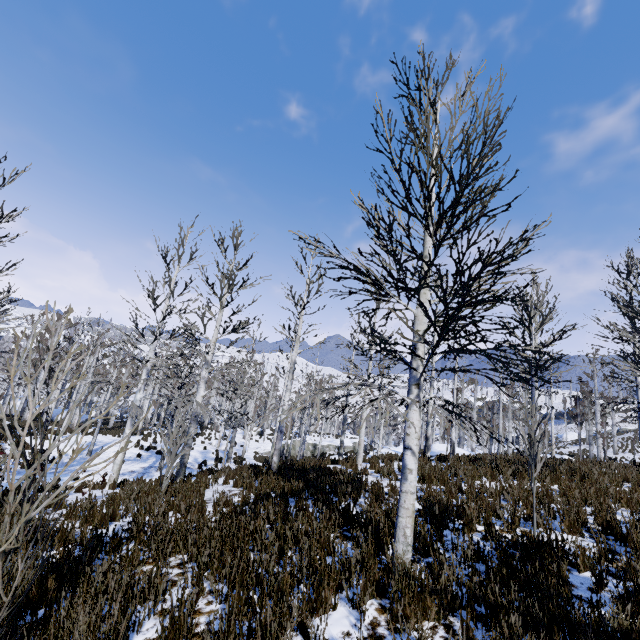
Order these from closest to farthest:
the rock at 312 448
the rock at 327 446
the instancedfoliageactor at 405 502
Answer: the instancedfoliageactor at 405 502
the rock at 312 448
the rock at 327 446

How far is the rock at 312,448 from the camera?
32.5 meters

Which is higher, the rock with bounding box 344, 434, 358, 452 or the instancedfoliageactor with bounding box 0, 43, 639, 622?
the instancedfoliageactor with bounding box 0, 43, 639, 622

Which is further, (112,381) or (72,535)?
(112,381)

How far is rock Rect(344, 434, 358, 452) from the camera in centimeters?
3422cm

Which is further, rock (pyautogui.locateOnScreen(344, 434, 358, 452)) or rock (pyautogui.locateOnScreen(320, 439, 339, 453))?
rock (pyautogui.locateOnScreen(344, 434, 358, 452))
